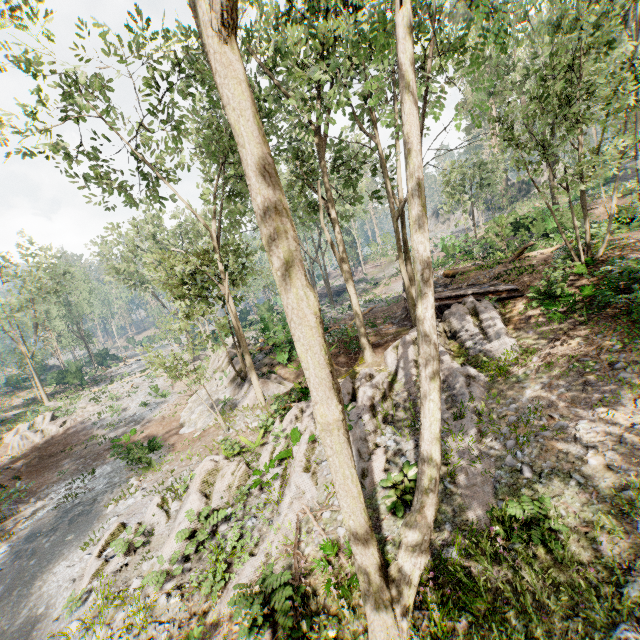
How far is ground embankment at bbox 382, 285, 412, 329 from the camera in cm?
2038

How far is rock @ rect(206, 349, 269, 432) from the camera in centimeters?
1622cm

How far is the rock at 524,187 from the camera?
47.3m

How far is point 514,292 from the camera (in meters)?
14.28

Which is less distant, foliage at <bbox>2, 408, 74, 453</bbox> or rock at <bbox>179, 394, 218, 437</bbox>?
rock at <bbox>179, 394, 218, 437</bbox>

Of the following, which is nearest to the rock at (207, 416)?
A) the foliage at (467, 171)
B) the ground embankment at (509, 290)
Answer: the foliage at (467, 171)

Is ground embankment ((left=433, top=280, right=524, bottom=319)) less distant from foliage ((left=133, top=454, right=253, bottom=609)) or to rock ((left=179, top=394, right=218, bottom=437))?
foliage ((left=133, top=454, right=253, bottom=609))
